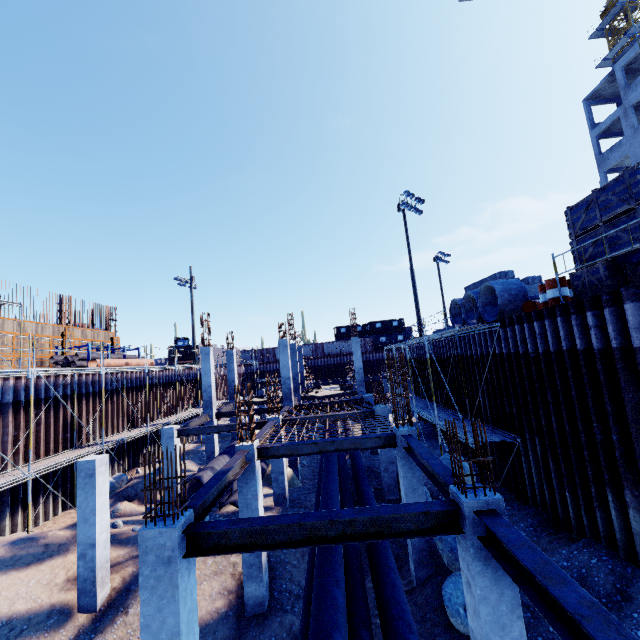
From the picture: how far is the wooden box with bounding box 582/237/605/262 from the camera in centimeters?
812cm

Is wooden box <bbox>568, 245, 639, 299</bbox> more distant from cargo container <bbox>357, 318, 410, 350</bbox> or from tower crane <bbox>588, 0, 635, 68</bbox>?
tower crane <bbox>588, 0, 635, 68</bbox>

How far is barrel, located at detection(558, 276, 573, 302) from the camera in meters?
9.5 m

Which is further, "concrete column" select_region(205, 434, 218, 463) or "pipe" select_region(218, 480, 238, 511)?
"concrete column" select_region(205, 434, 218, 463)

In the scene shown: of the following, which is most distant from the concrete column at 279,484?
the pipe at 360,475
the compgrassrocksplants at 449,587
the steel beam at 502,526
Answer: the steel beam at 502,526

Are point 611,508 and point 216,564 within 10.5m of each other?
no

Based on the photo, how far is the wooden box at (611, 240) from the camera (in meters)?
7.43

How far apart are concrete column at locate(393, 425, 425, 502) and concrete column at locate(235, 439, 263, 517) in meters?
4.3
